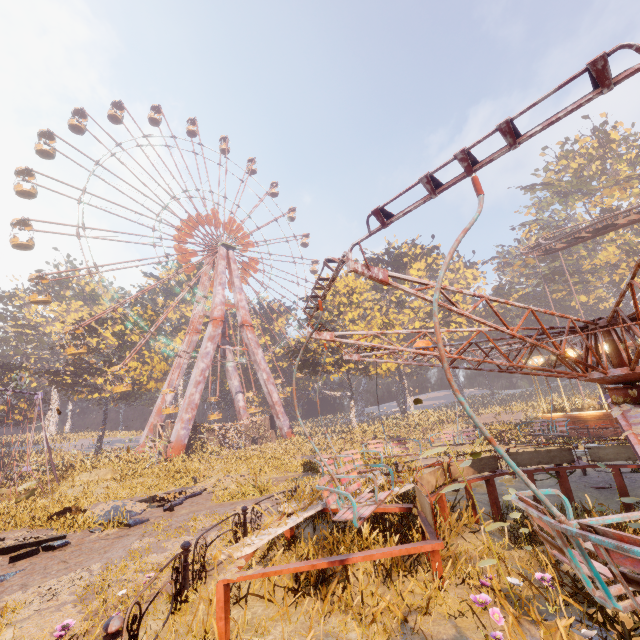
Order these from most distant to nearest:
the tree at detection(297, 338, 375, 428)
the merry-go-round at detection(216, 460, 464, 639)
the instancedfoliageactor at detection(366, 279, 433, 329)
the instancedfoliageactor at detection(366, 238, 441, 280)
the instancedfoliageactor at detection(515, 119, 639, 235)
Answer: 1. the instancedfoliageactor at detection(366, 238, 441, 280)
2. the instancedfoliageactor at detection(366, 279, 433, 329)
3. the instancedfoliageactor at detection(515, 119, 639, 235)
4. the tree at detection(297, 338, 375, 428)
5. the merry-go-round at detection(216, 460, 464, 639)

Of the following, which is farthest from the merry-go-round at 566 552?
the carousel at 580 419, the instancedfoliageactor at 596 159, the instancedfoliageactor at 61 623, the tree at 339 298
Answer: the tree at 339 298

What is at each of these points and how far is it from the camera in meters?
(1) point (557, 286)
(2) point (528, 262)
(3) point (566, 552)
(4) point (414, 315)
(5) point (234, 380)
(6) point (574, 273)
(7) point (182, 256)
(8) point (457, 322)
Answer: (1) instancedfoliageactor, 54.5 m
(2) instancedfoliageactor, 53.0 m
(3) merry-go-round, 1.7 m
(4) instancedfoliageactor, 47.6 m
(5) metal support, 45.6 m
(6) instancedfoliageactor, 48.4 m
(7) ferris wheel, 42.8 m
(8) instancedfoliageactor, 46.8 m

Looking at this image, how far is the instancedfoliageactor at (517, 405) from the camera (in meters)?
36.36

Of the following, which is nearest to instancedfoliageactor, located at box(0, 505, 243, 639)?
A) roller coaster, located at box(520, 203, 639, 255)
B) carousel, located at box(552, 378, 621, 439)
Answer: roller coaster, located at box(520, 203, 639, 255)

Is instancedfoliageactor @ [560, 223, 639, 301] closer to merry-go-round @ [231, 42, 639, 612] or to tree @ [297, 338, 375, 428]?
tree @ [297, 338, 375, 428]

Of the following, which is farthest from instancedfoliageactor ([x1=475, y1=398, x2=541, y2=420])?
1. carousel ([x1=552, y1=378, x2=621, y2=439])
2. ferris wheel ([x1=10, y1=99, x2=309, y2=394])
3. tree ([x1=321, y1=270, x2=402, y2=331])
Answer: ferris wheel ([x1=10, y1=99, x2=309, y2=394])

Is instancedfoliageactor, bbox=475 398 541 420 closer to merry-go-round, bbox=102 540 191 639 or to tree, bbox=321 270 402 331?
tree, bbox=321 270 402 331
